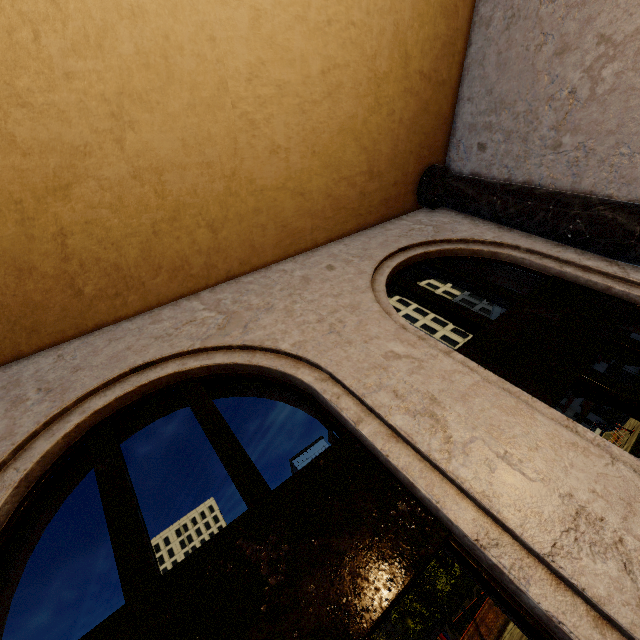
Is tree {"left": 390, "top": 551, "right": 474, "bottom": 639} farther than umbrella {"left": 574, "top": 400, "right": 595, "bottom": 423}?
No

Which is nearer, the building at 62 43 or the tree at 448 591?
the building at 62 43

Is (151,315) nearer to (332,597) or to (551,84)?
(332,597)

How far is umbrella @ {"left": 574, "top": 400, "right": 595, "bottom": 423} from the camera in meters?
29.3

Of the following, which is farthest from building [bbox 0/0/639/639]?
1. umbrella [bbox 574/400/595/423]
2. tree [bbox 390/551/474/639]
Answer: umbrella [bbox 574/400/595/423]

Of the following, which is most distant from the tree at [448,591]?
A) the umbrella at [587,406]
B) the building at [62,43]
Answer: the umbrella at [587,406]

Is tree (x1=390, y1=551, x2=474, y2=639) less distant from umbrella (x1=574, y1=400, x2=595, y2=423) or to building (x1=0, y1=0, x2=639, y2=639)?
building (x1=0, y1=0, x2=639, y2=639)
